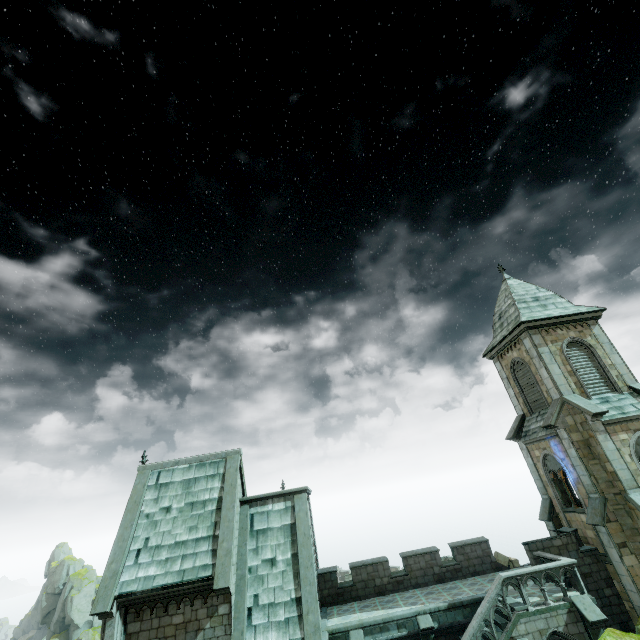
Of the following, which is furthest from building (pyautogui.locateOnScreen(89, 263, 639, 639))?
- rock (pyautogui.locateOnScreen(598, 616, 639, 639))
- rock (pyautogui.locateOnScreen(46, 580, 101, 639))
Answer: rock (pyautogui.locateOnScreen(46, 580, 101, 639))

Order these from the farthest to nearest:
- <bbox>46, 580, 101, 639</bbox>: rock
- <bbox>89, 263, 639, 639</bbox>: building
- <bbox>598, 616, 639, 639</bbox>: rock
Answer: <bbox>46, 580, 101, 639</bbox>: rock
<bbox>89, 263, 639, 639</bbox>: building
<bbox>598, 616, 639, 639</bbox>: rock

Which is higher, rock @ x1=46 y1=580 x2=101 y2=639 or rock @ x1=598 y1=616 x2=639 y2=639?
rock @ x1=598 y1=616 x2=639 y2=639

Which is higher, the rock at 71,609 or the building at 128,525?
the building at 128,525

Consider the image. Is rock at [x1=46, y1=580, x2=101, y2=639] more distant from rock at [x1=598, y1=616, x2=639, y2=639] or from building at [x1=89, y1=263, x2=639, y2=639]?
rock at [x1=598, y1=616, x2=639, y2=639]

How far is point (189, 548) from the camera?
14.4m

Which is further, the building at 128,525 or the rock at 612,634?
the building at 128,525
